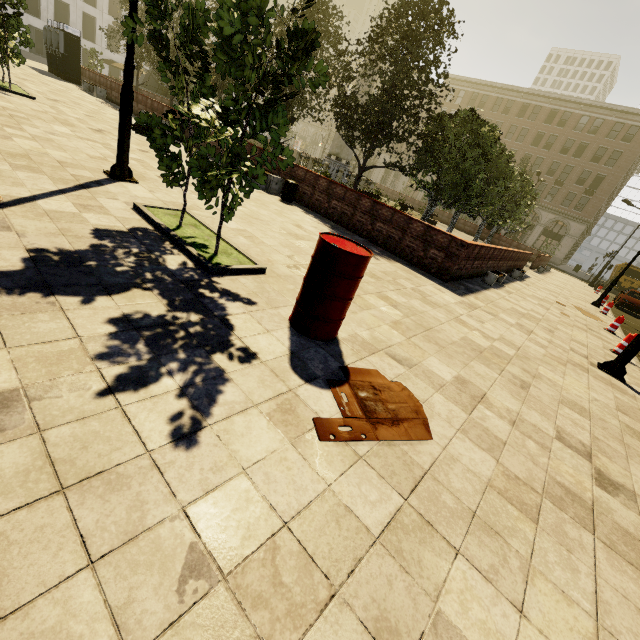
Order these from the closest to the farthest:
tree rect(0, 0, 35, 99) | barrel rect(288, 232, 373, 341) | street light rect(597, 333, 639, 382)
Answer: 1. barrel rect(288, 232, 373, 341)
2. street light rect(597, 333, 639, 382)
3. tree rect(0, 0, 35, 99)

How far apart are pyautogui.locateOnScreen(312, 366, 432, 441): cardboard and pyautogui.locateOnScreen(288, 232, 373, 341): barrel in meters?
0.5 m

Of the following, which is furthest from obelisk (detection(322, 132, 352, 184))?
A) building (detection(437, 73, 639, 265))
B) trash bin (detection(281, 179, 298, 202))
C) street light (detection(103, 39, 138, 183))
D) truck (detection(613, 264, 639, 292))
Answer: truck (detection(613, 264, 639, 292))

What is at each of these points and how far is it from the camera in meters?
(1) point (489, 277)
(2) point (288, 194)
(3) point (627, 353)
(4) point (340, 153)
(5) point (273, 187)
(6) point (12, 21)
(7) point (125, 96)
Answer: (1) bench, 11.5
(2) trash bin, 11.5
(3) street light, 6.8
(4) obelisk, 27.5
(5) bench, 12.1
(6) tree, 10.2
(7) street light, 6.1

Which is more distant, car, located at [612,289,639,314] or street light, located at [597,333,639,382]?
car, located at [612,289,639,314]

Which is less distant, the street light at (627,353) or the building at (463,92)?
the street light at (627,353)

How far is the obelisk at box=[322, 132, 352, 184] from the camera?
27.4 meters

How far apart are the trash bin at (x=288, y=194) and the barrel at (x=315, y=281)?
8.4m
